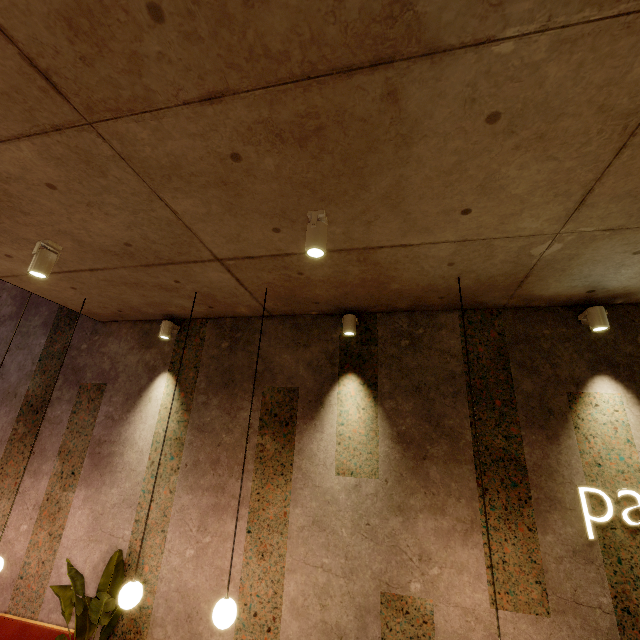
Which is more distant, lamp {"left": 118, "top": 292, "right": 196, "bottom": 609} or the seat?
the seat

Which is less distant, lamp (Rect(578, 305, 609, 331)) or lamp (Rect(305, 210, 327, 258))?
lamp (Rect(305, 210, 327, 258))

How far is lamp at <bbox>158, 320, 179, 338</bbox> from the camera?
4.6m

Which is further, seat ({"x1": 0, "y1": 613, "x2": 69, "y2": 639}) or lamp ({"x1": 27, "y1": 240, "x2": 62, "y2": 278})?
seat ({"x1": 0, "y1": 613, "x2": 69, "y2": 639})

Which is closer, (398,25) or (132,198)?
(398,25)

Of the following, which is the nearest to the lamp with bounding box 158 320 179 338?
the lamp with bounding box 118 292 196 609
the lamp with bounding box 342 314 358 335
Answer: the lamp with bounding box 118 292 196 609

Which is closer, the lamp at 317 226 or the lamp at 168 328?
the lamp at 317 226

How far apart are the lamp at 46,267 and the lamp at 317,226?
2.5 meters
